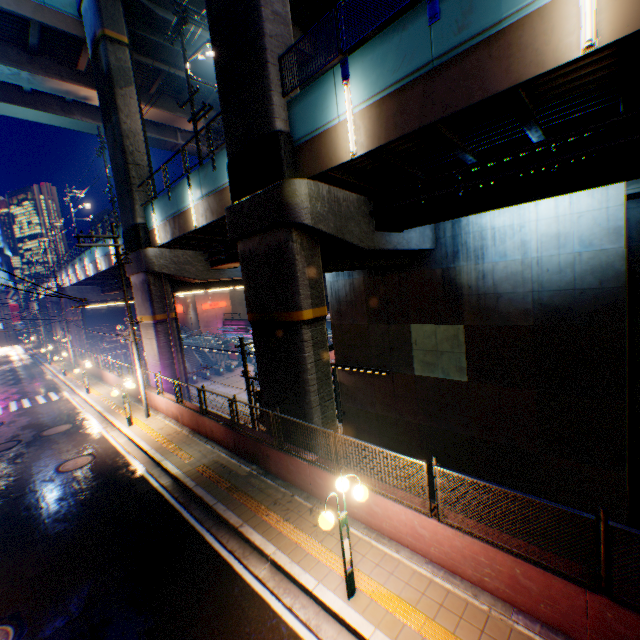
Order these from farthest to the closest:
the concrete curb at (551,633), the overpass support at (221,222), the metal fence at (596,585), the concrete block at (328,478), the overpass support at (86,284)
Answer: the overpass support at (86,284) → the concrete block at (328,478) → the overpass support at (221,222) → the concrete curb at (551,633) → the metal fence at (596,585)

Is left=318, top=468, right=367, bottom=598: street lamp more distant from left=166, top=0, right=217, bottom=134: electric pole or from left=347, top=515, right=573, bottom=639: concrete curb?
left=166, top=0, right=217, bottom=134: electric pole

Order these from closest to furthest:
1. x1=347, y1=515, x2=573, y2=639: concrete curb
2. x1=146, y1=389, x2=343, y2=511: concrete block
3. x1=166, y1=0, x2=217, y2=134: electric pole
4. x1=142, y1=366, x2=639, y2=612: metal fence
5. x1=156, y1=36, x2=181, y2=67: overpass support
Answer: x1=142, y1=366, x2=639, y2=612: metal fence
x1=347, y1=515, x2=573, y2=639: concrete curb
x1=146, y1=389, x2=343, y2=511: concrete block
x1=166, y1=0, x2=217, y2=134: electric pole
x1=156, y1=36, x2=181, y2=67: overpass support

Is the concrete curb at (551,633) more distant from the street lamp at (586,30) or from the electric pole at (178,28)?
the electric pole at (178,28)

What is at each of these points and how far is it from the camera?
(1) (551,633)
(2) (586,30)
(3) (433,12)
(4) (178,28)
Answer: (1) concrete curb, 5.1 meters
(2) street lamp, 5.3 meters
(3) metal fence, 7.0 meters
(4) electric pole, 15.1 meters

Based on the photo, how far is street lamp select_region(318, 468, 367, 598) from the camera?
5.58m

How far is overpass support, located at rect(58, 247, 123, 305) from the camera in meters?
29.0 m

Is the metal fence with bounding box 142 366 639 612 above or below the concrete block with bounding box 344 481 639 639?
above
